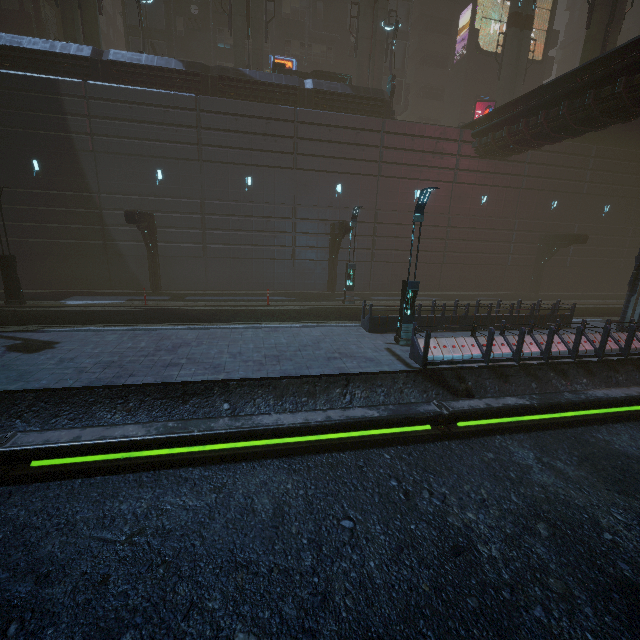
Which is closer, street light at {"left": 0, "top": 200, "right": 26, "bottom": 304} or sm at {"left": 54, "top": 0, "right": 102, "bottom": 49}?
street light at {"left": 0, "top": 200, "right": 26, "bottom": 304}

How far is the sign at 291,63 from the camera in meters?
29.1

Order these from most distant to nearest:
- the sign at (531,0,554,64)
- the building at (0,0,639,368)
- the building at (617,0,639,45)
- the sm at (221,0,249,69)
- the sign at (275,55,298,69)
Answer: the building at (617,0,639,45)
the sign at (531,0,554,64)
the sign at (275,55,298,69)
the sm at (221,0,249,69)
the building at (0,0,639,368)

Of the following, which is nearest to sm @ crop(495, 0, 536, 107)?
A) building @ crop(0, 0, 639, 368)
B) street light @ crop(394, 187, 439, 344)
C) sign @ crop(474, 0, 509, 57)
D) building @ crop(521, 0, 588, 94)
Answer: building @ crop(0, 0, 639, 368)

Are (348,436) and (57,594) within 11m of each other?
yes

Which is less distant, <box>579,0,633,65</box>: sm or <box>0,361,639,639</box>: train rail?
<box>0,361,639,639</box>: train rail

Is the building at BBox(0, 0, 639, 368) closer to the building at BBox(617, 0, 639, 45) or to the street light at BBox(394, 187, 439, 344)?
the street light at BBox(394, 187, 439, 344)

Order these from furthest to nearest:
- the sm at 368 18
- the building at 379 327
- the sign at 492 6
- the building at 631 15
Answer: the building at 631 15 → the sign at 492 6 → the sm at 368 18 → the building at 379 327
